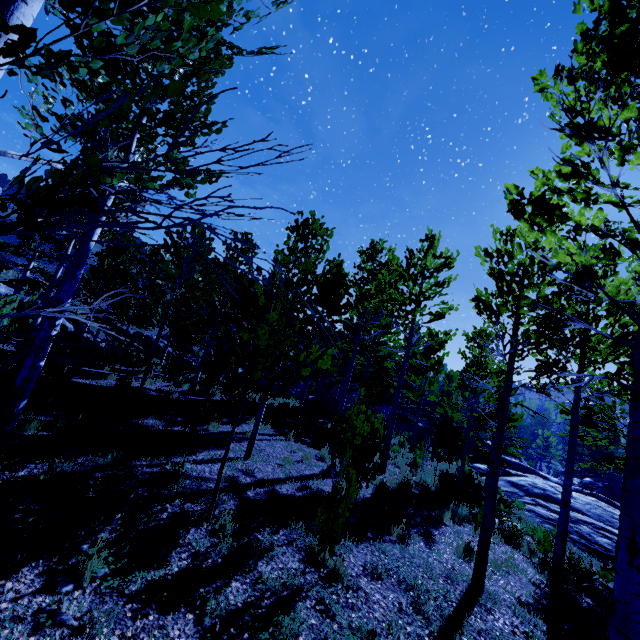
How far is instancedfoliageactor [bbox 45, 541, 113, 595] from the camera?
3.3m

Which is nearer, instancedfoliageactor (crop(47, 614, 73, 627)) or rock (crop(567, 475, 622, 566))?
instancedfoliageactor (crop(47, 614, 73, 627))

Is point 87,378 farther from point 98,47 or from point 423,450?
point 423,450

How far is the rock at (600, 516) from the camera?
12.3m

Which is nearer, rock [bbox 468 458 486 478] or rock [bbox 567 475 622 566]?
rock [bbox 567 475 622 566]

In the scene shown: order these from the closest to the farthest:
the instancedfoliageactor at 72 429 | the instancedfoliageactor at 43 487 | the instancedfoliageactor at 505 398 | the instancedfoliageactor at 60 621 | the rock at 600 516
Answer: the instancedfoliageactor at 505 398 → the instancedfoliageactor at 60 621 → the instancedfoliageactor at 43 487 → the instancedfoliageactor at 72 429 → the rock at 600 516

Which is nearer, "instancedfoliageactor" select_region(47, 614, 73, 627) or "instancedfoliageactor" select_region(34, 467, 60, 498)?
"instancedfoliageactor" select_region(47, 614, 73, 627)
